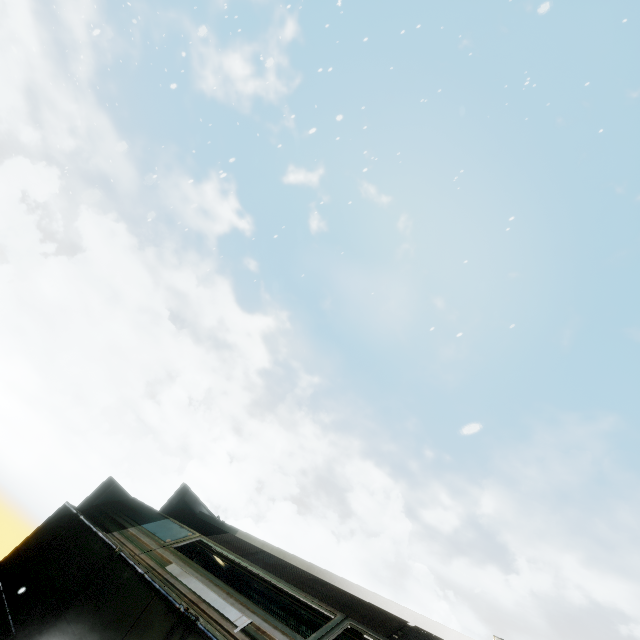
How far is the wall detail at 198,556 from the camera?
9.3 meters

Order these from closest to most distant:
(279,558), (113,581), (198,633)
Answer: (198,633), (113,581), (279,558)

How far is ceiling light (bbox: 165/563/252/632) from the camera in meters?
3.9

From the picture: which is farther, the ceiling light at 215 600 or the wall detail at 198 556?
the wall detail at 198 556

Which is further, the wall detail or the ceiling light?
the wall detail

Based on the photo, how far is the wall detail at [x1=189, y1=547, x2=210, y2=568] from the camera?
9.27m

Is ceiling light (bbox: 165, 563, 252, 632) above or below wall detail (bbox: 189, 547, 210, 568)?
below
